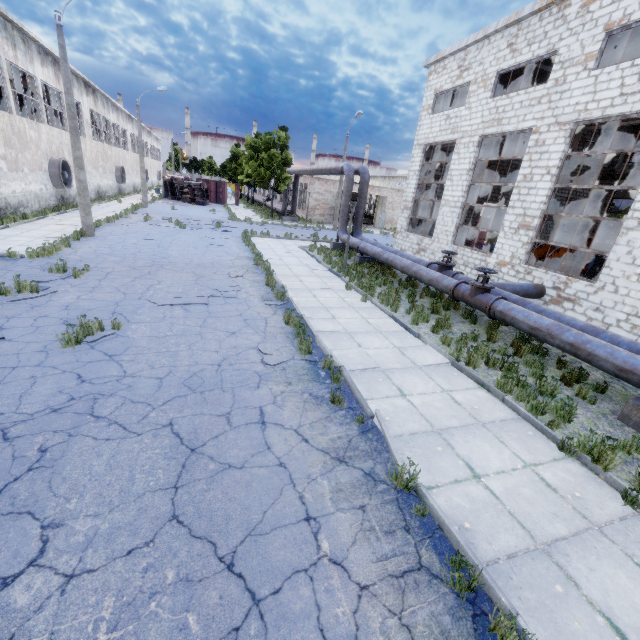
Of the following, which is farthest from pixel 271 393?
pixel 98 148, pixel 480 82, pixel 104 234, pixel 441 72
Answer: pixel 98 148

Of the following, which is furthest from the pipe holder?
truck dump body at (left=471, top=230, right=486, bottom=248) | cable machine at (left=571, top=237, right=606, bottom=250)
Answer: truck dump body at (left=471, top=230, right=486, bottom=248)

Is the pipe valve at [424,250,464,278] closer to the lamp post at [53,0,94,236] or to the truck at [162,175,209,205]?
the lamp post at [53,0,94,236]

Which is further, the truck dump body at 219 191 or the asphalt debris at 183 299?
the truck dump body at 219 191

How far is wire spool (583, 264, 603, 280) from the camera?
14.19m

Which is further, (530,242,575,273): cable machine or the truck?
the truck

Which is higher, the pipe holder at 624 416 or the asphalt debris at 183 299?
the pipe holder at 624 416

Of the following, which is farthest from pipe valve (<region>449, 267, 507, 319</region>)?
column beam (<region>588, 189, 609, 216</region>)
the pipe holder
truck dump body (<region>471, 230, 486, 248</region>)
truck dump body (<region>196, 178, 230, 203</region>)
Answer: truck dump body (<region>196, 178, 230, 203</region>)
